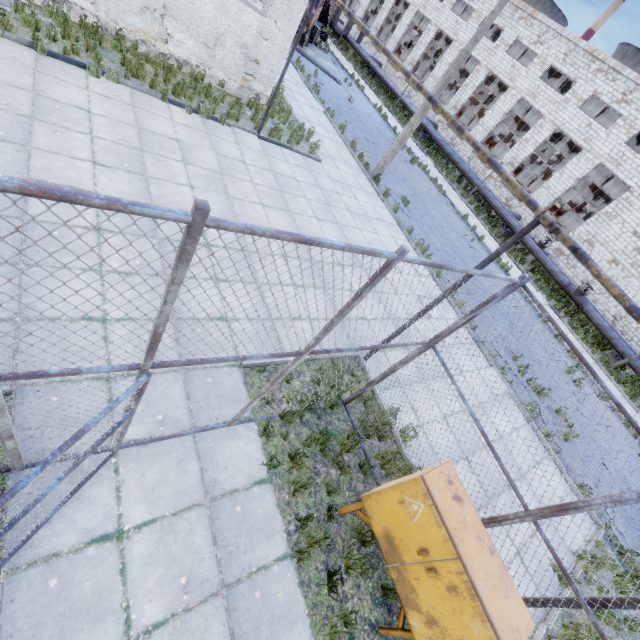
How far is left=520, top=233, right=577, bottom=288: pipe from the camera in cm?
2128

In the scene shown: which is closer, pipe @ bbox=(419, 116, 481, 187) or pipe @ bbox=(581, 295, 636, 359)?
pipe @ bbox=(581, 295, 636, 359)

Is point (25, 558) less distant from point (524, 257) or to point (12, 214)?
point (12, 214)

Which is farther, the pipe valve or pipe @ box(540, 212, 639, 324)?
the pipe valve

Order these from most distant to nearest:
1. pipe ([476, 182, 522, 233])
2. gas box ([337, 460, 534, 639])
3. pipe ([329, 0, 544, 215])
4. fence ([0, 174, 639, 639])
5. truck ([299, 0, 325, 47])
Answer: pipe ([476, 182, 522, 233]) → truck ([299, 0, 325, 47]) → pipe ([329, 0, 544, 215]) → gas box ([337, 460, 534, 639]) → fence ([0, 174, 639, 639])

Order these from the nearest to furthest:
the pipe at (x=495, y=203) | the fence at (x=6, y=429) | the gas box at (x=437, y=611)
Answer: the fence at (x=6, y=429), the gas box at (x=437, y=611), the pipe at (x=495, y=203)

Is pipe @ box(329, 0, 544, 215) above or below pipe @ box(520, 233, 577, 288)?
above

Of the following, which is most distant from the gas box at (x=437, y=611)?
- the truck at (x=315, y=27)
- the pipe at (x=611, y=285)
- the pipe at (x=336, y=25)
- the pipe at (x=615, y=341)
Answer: the truck at (x=315, y=27)
